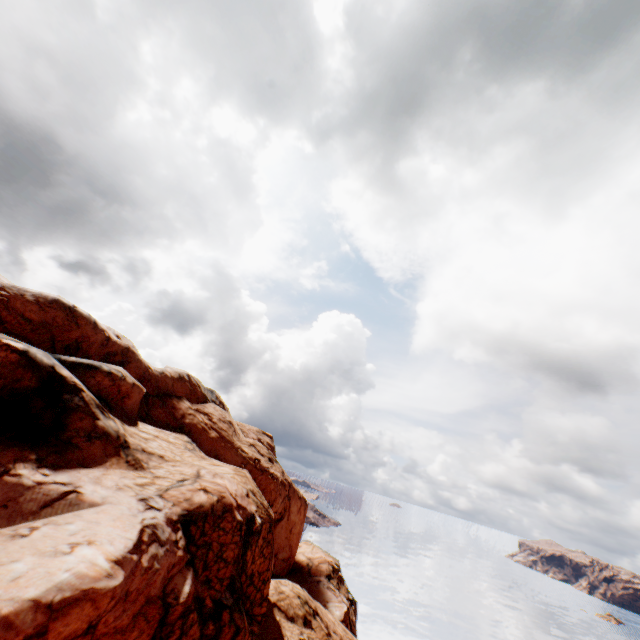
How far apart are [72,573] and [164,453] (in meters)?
10.50
